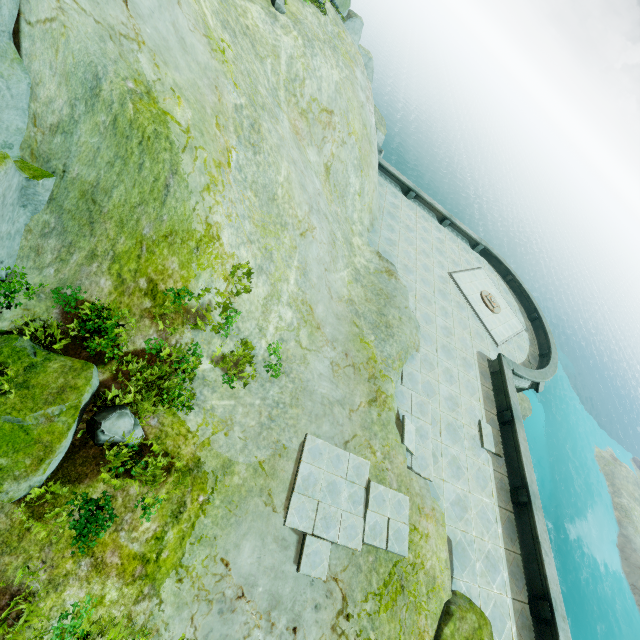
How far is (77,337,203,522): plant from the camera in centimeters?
596cm

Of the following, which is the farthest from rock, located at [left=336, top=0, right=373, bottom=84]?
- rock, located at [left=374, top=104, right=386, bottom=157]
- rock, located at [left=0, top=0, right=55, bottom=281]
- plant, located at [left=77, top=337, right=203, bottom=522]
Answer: plant, located at [left=77, top=337, right=203, bottom=522]

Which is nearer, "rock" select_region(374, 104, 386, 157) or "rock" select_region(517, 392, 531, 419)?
"rock" select_region(374, 104, 386, 157)

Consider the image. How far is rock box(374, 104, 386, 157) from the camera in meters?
24.8

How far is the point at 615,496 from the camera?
39.8 meters

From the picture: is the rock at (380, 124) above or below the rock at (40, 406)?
below

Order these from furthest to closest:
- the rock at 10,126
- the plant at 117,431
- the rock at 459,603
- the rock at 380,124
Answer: the rock at 380,124, the rock at 459,603, the plant at 117,431, the rock at 10,126

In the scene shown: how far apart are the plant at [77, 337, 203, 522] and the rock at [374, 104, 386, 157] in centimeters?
2428cm
